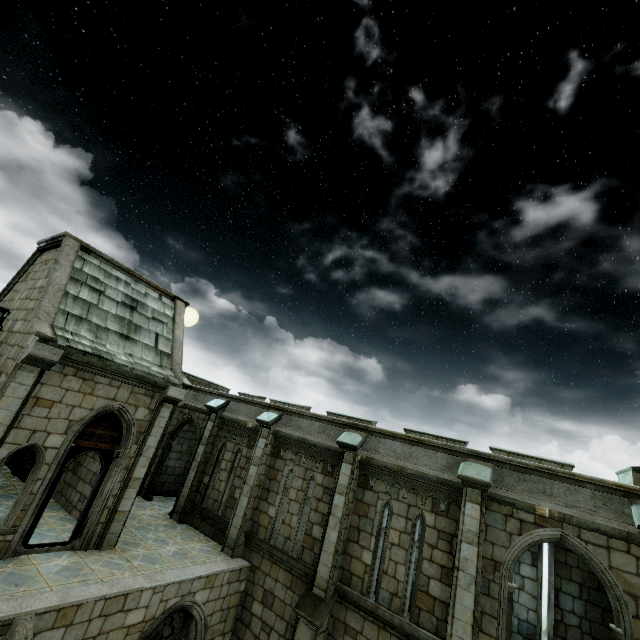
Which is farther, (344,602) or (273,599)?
(273,599)
